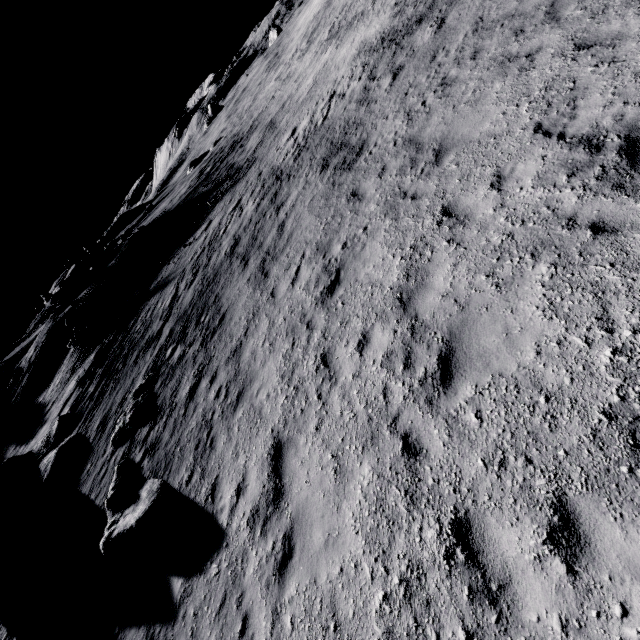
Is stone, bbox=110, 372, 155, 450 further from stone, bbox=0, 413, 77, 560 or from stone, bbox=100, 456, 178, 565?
stone, bbox=0, 413, 77, 560

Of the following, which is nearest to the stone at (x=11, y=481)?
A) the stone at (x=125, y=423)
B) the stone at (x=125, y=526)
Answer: the stone at (x=125, y=423)

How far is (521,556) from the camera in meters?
3.4 m

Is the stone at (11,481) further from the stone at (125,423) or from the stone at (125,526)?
the stone at (125,526)

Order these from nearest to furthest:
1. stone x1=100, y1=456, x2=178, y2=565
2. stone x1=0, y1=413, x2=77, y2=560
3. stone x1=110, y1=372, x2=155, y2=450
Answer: stone x1=100, y1=456, x2=178, y2=565 → stone x1=110, y1=372, x2=155, y2=450 → stone x1=0, y1=413, x2=77, y2=560

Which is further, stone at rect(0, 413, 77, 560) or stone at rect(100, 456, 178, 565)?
stone at rect(0, 413, 77, 560)

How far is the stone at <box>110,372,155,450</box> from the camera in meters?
12.1

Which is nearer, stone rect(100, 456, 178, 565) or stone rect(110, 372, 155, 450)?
stone rect(100, 456, 178, 565)
